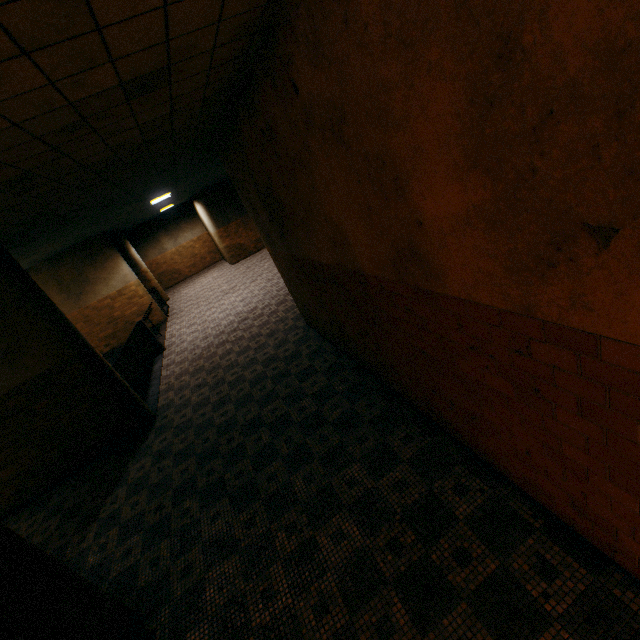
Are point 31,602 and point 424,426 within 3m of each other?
no

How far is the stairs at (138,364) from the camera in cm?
834

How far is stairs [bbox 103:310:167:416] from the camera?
8.3 meters
